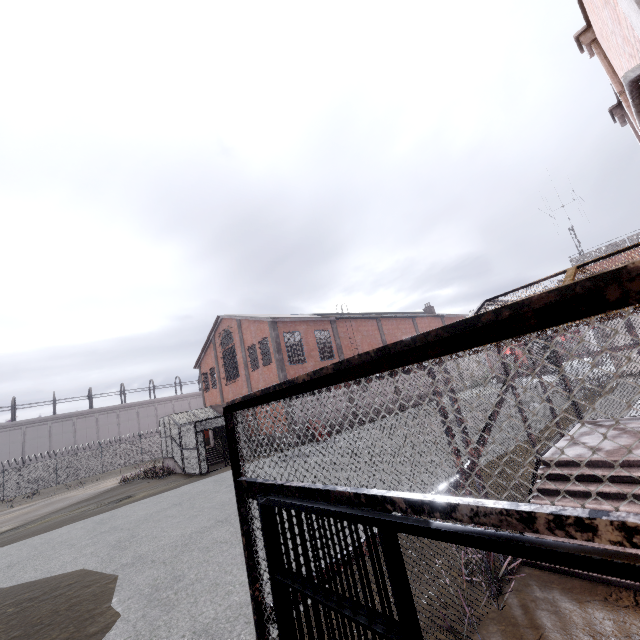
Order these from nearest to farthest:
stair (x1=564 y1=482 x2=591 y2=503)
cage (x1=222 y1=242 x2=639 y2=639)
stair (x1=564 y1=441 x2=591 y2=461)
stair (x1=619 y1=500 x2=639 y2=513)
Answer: cage (x1=222 y1=242 x2=639 y2=639) → stair (x1=619 y1=500 x2=639 y2=513) → stair (x1=564 y1=482 x2=591 y2=503) → stair (x1=564 y1=441 x2=591 y2=461)

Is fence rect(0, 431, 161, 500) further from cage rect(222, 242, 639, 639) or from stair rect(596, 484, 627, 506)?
stair rect(596, 484, 627, 506)

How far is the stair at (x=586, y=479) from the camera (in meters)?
4.72

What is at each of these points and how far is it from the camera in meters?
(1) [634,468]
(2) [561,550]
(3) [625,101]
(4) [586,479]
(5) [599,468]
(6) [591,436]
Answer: (1) stair, 4.7
(2) metal bar, 0.8
(3) trim, 4.6
(4) stair, 4.9
(5) stair, 5.0
(6) stair, 6.2

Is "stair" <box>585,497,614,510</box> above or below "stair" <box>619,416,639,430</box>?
below

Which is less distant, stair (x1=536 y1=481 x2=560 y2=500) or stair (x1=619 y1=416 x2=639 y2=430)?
stair (x1=536 y1=481 x2=560 y2=500)

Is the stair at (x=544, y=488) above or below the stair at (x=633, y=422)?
below
